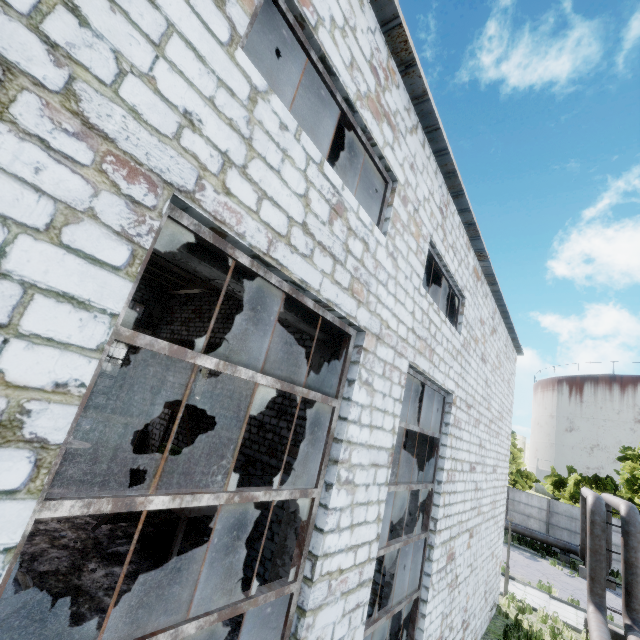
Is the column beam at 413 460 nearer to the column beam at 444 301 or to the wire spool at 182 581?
the column beam at 444 301

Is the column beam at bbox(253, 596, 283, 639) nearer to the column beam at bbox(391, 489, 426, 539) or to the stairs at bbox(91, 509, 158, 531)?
the column beam at bbox(391, 489, 426, 539)

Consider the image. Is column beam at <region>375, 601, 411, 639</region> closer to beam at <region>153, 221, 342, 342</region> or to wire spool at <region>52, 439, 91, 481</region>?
beam at <region>153, 221, 342, 342</region>

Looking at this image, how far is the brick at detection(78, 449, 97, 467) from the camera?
16.7 meters

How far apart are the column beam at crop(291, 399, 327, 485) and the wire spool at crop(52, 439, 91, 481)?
13.33m

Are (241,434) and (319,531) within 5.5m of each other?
no

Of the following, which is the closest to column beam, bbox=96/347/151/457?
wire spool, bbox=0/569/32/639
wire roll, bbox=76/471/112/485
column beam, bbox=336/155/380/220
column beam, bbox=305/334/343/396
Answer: wire roll, bbox=76/471/112/485

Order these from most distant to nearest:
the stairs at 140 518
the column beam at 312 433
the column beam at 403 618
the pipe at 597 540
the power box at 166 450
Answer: the power box at 166 450 < the pipe at 597 540 < the stairs at 140 518 < the column beam at 403 618 < the column beam at 312 433
